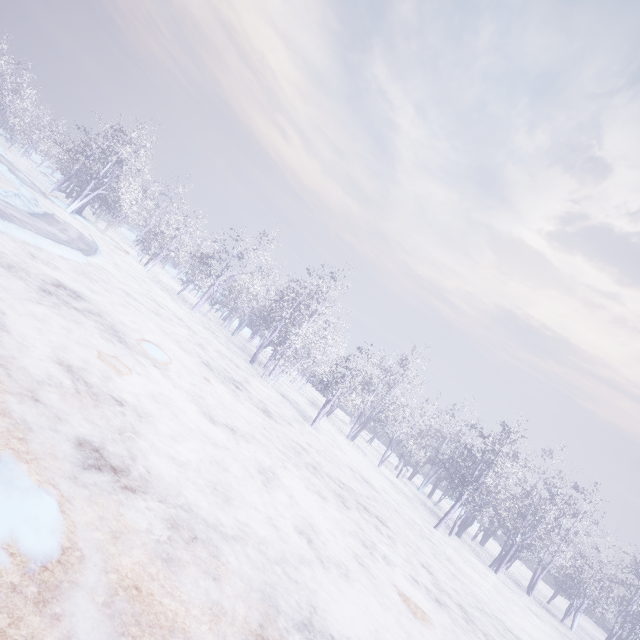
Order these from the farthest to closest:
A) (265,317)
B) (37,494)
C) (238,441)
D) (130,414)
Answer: (265,317) < (238,441) < (130,414) < (37,494)
